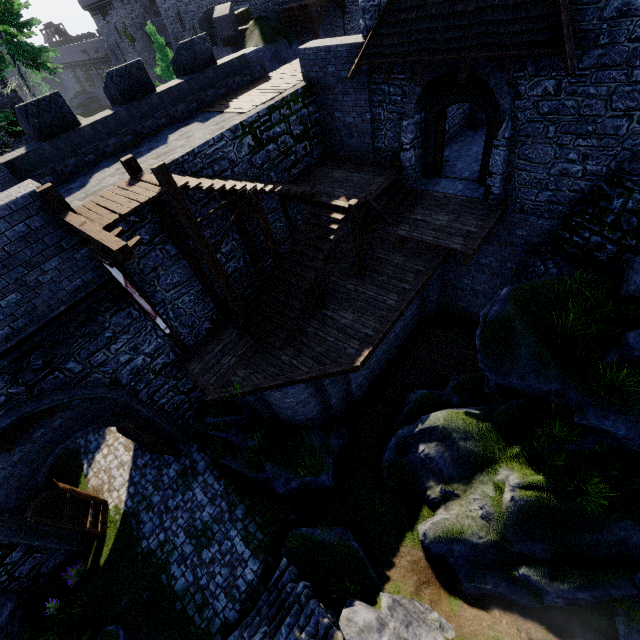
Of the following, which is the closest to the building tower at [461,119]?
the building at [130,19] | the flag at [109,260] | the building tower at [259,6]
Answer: the flag at [109,260]

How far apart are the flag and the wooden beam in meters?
0.0 m

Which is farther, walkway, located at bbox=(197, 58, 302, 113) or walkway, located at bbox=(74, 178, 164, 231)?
walkway, located at bbox=(197, 58, 302, 113)

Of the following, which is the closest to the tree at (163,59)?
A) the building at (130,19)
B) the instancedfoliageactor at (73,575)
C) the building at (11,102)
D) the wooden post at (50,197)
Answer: the building at (11,102)

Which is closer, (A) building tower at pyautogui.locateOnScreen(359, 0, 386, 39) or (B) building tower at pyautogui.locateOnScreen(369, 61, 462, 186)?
(A) building tower at pyautogui.locateOnScreen(359, 0, 386, 39)

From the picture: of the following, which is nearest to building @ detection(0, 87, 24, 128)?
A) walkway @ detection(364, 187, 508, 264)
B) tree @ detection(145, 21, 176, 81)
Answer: tree @ detection(145, 21, 176, 81)

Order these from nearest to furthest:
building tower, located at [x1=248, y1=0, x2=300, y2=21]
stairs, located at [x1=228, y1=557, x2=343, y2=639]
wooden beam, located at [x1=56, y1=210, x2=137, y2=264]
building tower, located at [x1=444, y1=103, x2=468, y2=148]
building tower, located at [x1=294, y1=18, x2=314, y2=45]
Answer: wooden beam, located at [x1=56, y1=210, x2=137, y2=264]
stairs, located at [x1=228, y1=557, x2=343, y2=639]
building tower, located at [x1=444, y1=103, x2=468, y2=148]
building tower, located at [x1=248, y1=0, x2=300, y2=21]
building tower, located at [x1=294, y1=18, x2=314, y2=45]

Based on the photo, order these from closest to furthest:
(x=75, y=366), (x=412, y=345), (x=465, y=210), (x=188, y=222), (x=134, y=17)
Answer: (x=188, y=222)
(x=75, y=366)
(x=465, y=210)
(x=412, y=345)
(x=134, y=17)
